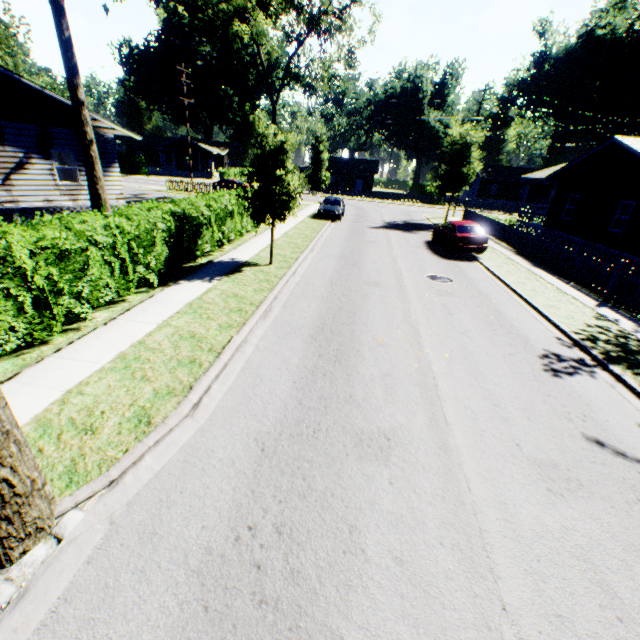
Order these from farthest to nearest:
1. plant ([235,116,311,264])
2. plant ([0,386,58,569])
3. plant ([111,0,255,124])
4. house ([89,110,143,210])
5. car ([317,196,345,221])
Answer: plant ([111,0,255,124]), car ([317,196,345,221]), house ([89,110,143,210]), plant ([235,116,311,264]), plant ([0,386,58,569])

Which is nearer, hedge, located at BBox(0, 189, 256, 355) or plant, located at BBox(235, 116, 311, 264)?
hedge, located at BBox(0, 189, 256, 355)

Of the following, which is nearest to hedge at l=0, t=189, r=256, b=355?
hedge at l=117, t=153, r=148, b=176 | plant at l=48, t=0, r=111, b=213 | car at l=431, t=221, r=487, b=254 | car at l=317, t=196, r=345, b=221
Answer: plant at l=48, t=0, r=111, b=213

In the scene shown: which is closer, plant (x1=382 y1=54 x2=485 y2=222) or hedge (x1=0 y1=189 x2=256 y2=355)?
hedge (x1=0 y1=189 x2=256 y2=355)

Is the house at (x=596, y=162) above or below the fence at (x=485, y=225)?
above

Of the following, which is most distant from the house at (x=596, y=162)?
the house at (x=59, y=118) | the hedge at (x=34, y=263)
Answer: the house at (x=59, y=118)

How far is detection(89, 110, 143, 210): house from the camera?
16.6 meters

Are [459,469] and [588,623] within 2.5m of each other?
yes
